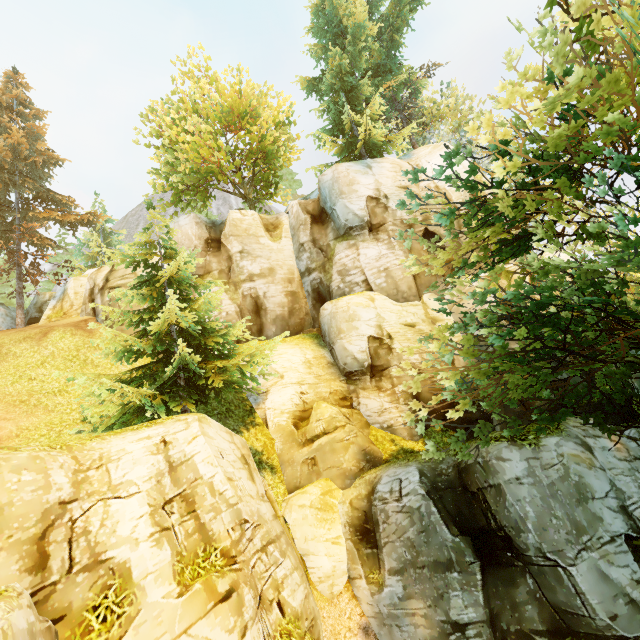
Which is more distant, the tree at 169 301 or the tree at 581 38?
the tree at 169 301

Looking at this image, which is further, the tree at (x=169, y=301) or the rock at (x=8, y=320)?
the rock at (x=8, y=320)

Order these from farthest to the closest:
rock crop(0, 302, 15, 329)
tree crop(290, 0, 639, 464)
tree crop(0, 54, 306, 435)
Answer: rock crop(0, 302, 15, 329)
tree crop(0, 54, 306, 435)
tree crop(290, 0, 639, 464)

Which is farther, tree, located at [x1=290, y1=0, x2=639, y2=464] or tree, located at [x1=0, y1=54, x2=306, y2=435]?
tree, located at [x1=0, y1=54, x2=306, y2=435]

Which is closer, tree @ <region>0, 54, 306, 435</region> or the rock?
tree @ <region>0, 54, 306, 435</region>

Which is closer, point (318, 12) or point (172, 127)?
point (172, 127)
